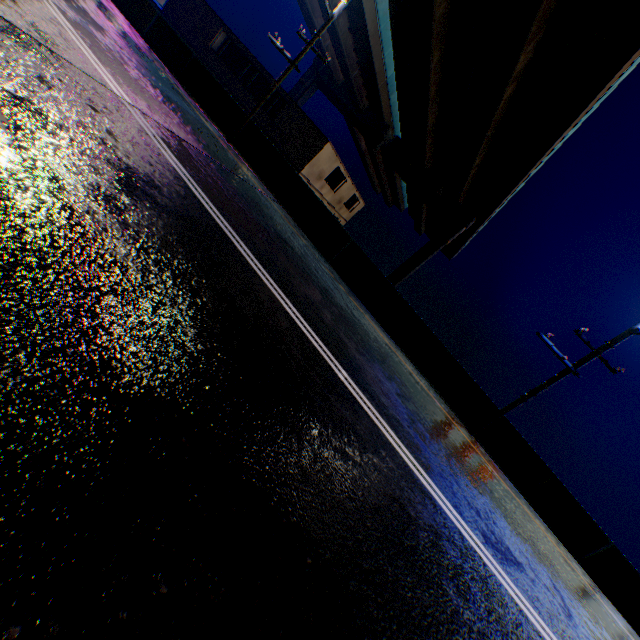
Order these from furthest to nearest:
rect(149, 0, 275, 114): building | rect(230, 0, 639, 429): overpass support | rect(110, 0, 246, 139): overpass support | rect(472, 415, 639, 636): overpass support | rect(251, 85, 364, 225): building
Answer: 1. rect(149, 0, 275, 114): building
2. rect(251, 85, 364, 225): building
3. rect(110, 0, 246, 139): overpass support
4. rect(230, 0, 639, 429): overpass support
5. rect(472, 415, 639, 636): overpass support

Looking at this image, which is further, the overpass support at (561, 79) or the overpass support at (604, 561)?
the overpass support at (561, 79)

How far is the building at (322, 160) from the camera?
23.73m

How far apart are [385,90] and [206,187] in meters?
42.8 m

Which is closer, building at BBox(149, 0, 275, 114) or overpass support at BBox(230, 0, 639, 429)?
overpass support at BBox(230, 0, 639, 429)
